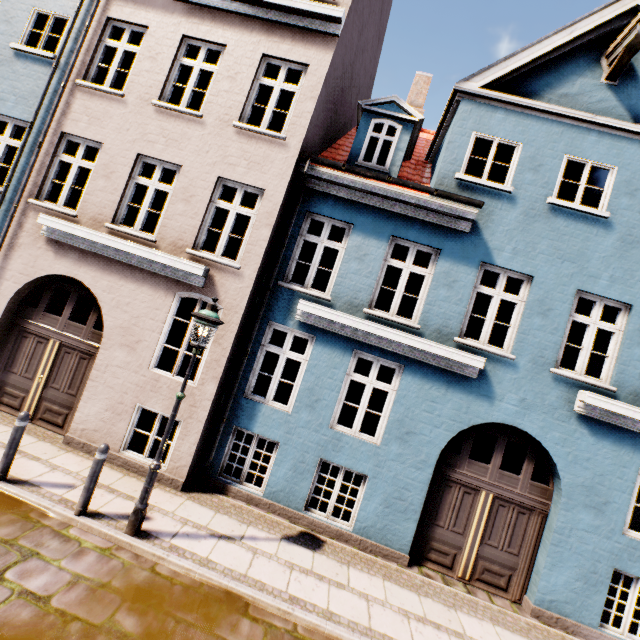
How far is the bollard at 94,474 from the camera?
5.0 meters

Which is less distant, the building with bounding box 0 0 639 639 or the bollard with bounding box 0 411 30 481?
the bollard with bounding box 0 411 30 481

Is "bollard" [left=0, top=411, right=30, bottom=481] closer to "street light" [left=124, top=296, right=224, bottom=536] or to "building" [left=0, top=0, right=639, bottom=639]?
"building" [left=0, top=0, right=639, bottom=639]

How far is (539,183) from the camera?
6.9m

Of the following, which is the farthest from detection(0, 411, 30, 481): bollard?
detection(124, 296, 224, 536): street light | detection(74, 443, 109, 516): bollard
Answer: detection(124, 296, 224, 536): street light

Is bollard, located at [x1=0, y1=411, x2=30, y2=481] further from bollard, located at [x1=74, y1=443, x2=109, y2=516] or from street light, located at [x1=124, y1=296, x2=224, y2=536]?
street light, located at [x1=124, y1=296, x2=224, y2=536]

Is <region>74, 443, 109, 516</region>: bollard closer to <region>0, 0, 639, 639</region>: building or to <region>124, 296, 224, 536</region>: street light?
<region>124, 296, 224, 536</region>: street light

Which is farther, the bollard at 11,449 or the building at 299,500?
the building at 299,500
